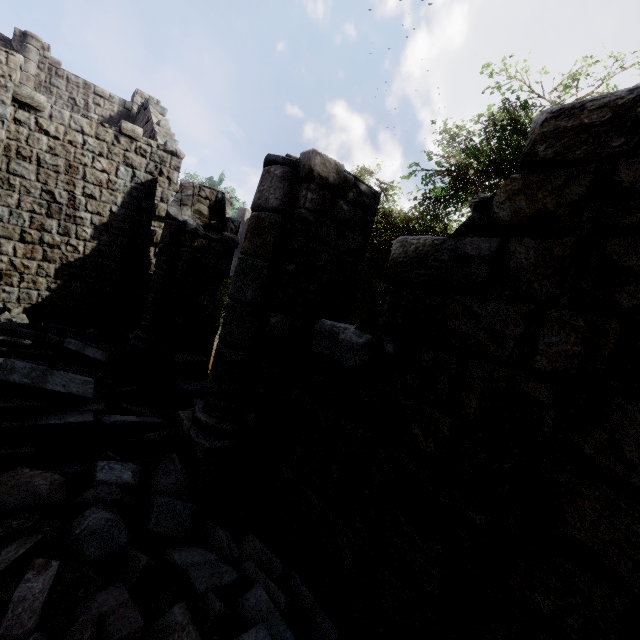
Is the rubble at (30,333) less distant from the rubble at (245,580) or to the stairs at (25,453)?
the stairs at (25,453)

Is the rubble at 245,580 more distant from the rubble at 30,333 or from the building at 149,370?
the rubble at 30,333

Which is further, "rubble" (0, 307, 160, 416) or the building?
"rubble" (0, 307, 160, 416)

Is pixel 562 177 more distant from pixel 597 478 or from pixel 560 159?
pixel 597 478

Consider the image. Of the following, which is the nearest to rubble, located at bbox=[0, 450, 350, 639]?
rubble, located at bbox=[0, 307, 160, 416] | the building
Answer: the building

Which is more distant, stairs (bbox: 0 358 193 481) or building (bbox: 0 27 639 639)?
stairs (bbox: 0 358 193 481)

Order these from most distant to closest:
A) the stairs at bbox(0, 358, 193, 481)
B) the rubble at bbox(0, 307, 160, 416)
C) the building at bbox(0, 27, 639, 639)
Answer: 1. the rubble at bbox(0, 307, 160, 416)
2. the stairs at bbox(0, 358, 193, 481)
3. the building at bbox(0, 27, 639, 639)

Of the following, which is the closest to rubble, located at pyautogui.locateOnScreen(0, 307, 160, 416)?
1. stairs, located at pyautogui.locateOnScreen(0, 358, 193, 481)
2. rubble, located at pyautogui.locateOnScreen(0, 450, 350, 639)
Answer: stairs, located at pyautogui.locateOnScreen(0, 358, 193, 481)
